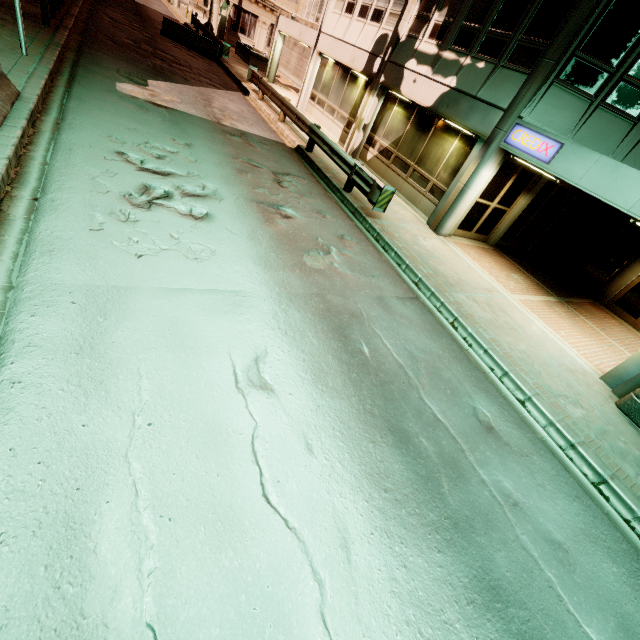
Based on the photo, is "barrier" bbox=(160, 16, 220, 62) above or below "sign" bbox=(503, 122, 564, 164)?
below

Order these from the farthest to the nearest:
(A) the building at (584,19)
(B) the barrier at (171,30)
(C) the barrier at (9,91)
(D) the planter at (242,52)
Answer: (D) the planter at (242,52) → (B) the barrier at (171,30) → (A) the building at (584,19) → (C) the barrier at (9,91)

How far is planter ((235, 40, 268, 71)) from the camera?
26.28m

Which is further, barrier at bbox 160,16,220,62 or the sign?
barrier at bbox 160,16,220,62

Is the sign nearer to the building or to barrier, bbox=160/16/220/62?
the building

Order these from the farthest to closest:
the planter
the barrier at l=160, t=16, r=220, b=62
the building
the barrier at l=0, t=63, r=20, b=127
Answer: the planter, the barrier at l=160, t=16, r=220, b=62, the building, the barrier at l=0, t=63, r=20, b=127

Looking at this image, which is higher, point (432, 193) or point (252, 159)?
point (432, 193)

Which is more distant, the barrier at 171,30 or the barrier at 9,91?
the barrier at 171,30
